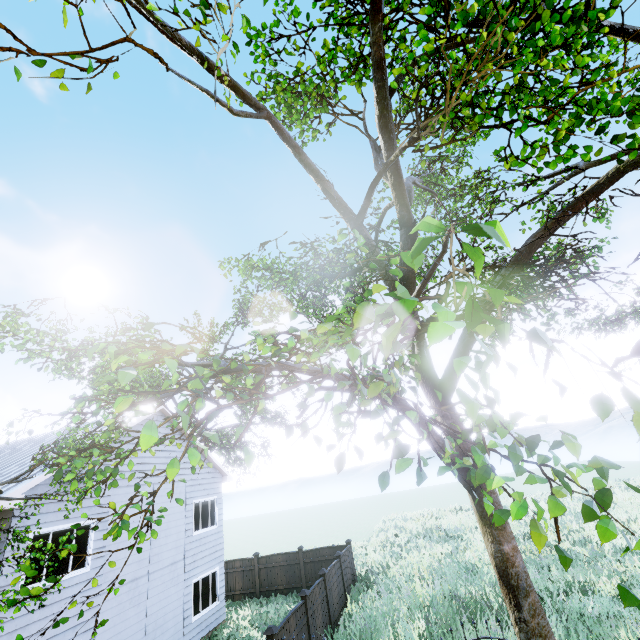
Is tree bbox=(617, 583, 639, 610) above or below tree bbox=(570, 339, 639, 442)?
below

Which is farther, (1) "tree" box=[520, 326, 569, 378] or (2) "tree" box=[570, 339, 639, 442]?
(1) "tree" box=[520, 326, 569, 378]

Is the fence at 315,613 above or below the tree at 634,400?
below

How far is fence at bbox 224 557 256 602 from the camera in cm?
1764

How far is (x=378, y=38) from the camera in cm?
546

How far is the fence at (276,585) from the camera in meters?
17.2

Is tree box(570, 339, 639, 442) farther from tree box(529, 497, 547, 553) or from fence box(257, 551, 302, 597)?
tree box(529, 497, 547, 553)

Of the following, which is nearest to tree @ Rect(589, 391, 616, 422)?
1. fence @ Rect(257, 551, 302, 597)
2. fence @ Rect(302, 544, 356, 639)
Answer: fence @ Rect(257, 551, 302, 597)
